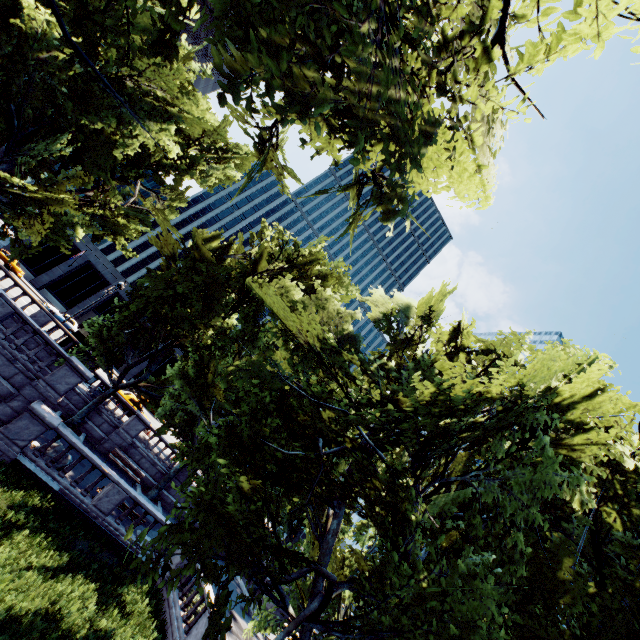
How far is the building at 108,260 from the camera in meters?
46.5 m

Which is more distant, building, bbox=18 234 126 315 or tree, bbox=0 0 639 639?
building, bbox=18 234 126 315

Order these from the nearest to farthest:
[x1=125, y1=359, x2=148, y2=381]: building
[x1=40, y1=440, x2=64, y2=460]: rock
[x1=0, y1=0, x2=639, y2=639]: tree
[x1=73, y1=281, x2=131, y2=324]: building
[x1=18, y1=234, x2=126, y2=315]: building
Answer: [x1=0, y1=0, x2=639, y2=639]: tree
[x1=40, y1=440, x2=64, y2=460]: rock
[x1=18, y1=234, x2=126, y2=315]: building
[x1=73, y1=281, x2=131, y2=324]: building
[x1=125, y1=359, x2=148, y2=381]: building

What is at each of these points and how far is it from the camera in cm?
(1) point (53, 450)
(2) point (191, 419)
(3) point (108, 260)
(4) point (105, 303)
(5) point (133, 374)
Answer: (1) rock, 1543
(2) tree, 2677
(3) building, 5019
(4) building, 5066
(5) building, 5122

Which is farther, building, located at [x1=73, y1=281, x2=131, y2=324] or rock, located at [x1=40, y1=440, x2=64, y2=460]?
building, located at [x1=73, y1=281, x2=131, y2=324]

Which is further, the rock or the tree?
the rock

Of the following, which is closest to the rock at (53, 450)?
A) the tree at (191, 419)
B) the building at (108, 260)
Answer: the tree at (191, 419)

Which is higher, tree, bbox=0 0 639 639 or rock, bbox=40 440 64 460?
tree, bbox=0 0 639 639
